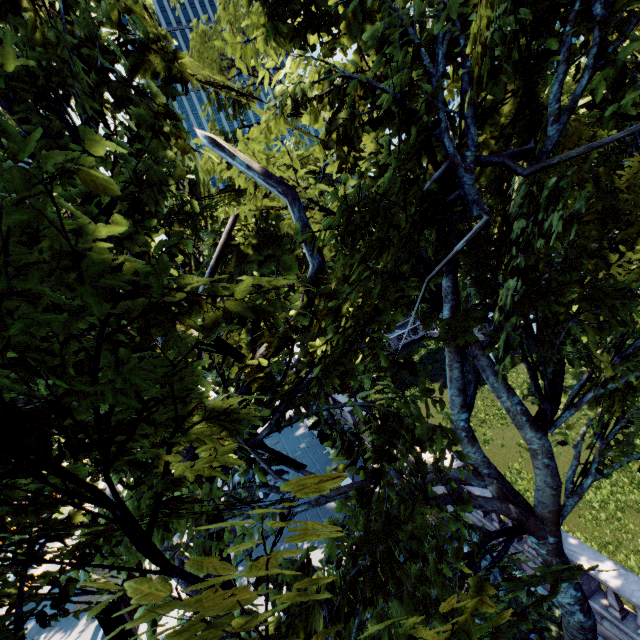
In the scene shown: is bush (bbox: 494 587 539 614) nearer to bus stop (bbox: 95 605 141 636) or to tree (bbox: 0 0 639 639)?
tree (bbox: 0 0 639 639)

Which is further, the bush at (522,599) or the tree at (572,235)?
the bush at (522,599)

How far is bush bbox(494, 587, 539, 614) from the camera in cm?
933

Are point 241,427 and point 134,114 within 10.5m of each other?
yes

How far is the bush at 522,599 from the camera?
9.3 meters

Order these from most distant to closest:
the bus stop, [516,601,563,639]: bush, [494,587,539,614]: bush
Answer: the bus stop < [494,587,539,614]: bush < [516,601,563,639]: bush
